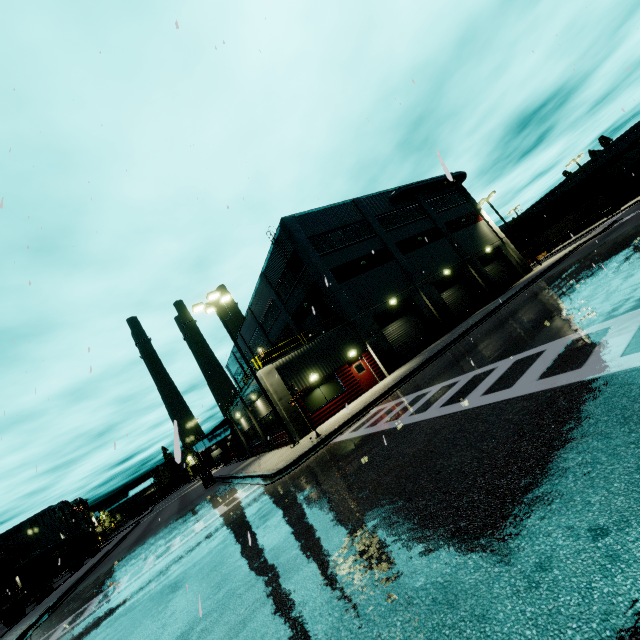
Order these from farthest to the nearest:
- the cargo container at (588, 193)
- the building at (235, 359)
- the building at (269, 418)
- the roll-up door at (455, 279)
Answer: the cargo container at (588, 193), the building at (235, 359), the roll-up door at (455, 279), the building at (269, 418)

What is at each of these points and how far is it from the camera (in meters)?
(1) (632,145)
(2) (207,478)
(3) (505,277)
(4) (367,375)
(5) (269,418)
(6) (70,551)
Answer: (1) building, 59.44
(2) forklift, 32.53
(3) roll-up door, 34.44
(4) door, 22.86
(5) building, 23.22
(6) semi trailer, 35.12

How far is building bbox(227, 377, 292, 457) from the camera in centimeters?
2227cm

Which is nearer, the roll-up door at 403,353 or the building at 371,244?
the building at 371,244

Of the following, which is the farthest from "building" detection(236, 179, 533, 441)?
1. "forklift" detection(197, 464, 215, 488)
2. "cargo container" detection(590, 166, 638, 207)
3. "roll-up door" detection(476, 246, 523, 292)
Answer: "forklift" detection(197, 464, 215, 488)

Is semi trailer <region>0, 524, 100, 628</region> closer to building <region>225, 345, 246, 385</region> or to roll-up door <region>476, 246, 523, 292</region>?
building <region>225, 345, 246, 385</region>

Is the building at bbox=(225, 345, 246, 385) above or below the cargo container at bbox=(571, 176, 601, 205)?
above

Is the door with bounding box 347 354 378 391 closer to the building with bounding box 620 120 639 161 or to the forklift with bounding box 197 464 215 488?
the building with bounding box 620 120 639 161
